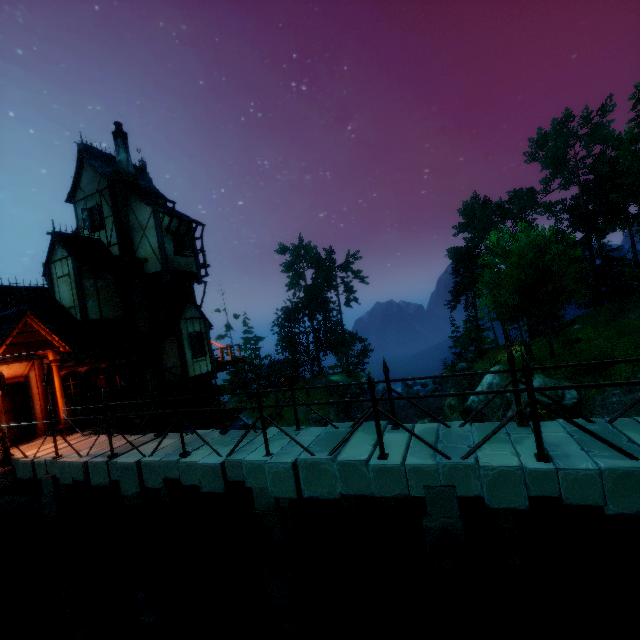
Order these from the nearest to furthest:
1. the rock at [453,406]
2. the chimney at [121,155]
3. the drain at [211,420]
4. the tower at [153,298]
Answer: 1. the drain at [211,420]
2. the tower at [153,298]
3. the chimney at [121,155]
4. the rock at [453,406]

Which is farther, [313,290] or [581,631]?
[313,290]

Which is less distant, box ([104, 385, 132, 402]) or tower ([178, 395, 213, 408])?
box ([104, 385, 132, 402])

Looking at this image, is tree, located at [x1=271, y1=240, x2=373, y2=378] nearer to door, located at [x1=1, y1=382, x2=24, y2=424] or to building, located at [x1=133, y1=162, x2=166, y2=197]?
building, located at [x1=133, y1=162, x2=166, y2=197]

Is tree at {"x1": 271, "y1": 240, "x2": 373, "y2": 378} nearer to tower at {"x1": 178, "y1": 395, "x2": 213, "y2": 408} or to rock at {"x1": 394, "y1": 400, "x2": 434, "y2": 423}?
rock at {"x1": 394, "y1": 400, "x2": 434, "y2": 423}

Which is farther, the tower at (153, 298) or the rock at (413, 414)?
the rock at (413, 414)

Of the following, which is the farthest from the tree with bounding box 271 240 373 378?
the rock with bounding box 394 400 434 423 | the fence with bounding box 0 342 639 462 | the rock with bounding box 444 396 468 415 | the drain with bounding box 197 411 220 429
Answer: the drain with bounding box 197 411 220 429

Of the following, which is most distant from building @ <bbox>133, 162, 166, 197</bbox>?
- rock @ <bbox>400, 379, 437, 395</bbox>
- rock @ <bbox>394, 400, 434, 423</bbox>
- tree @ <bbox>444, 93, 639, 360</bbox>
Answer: rock @ <bbox>400, 379, 437, 395</bbox>
